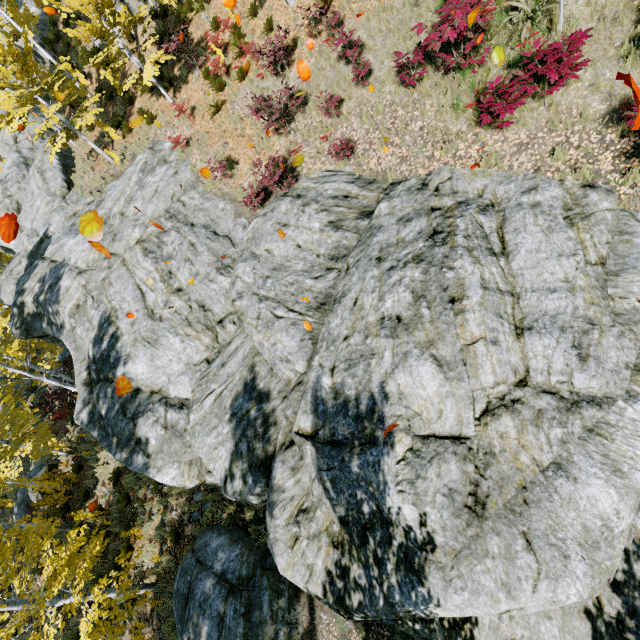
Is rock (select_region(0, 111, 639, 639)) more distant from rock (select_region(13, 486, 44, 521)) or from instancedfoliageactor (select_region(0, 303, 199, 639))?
rock (select_region(13, 486, 44, 521))

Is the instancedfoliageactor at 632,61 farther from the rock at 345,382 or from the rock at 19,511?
the rock at 19,511

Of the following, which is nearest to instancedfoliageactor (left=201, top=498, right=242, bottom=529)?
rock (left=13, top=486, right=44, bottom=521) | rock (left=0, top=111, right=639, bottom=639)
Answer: rock (left=0, top=111, right=639, bottom=639)

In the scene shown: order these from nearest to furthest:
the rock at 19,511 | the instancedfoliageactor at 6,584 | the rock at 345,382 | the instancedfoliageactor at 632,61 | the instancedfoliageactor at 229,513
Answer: the rock at 345,382, the instancedfoliageactor at 632,61, the instancedfoliageactor at 6,584, the instancedfoliageactor at 229,513, the rock at 19,511

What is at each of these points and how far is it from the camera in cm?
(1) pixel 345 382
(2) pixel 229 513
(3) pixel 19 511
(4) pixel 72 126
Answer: (1) rock, 657
(2) instancedfoliageactor, 1006
(3) rock, 1688
(4) instancedfoliageactor, 1633
